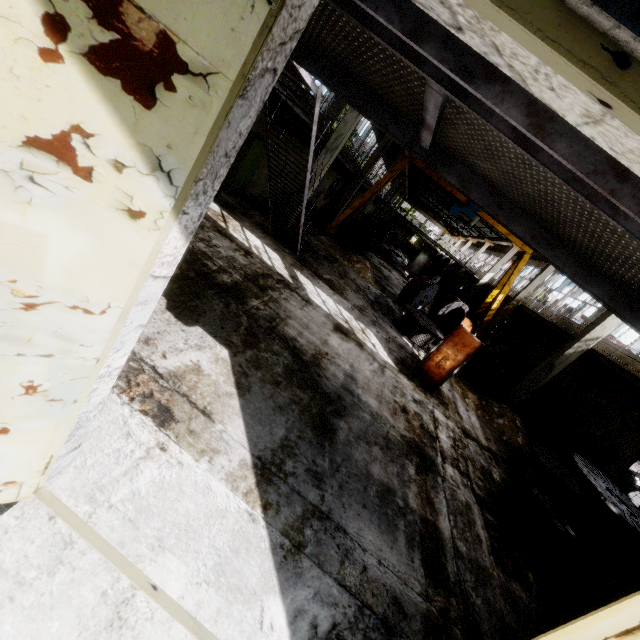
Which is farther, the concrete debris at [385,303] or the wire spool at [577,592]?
the concrete debris at [385,303]

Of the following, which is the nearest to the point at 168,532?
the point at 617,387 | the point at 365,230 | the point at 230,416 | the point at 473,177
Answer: the point at 230,416

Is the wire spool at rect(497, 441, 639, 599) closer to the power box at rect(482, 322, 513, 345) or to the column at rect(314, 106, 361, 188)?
the column at rect(314, 106, 361, 188)

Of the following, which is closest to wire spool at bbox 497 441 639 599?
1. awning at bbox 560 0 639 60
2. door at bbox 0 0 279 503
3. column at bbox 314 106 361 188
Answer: awning at bbox 560 0 639 60

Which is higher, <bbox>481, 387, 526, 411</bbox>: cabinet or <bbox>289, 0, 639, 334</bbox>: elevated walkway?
<bbox>289, 0, 639, 334</bbox>: elevated walkway

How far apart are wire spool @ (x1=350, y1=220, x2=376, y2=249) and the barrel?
15.1m

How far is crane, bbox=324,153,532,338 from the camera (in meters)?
18.81

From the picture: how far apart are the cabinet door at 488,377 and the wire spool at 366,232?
12.8m
